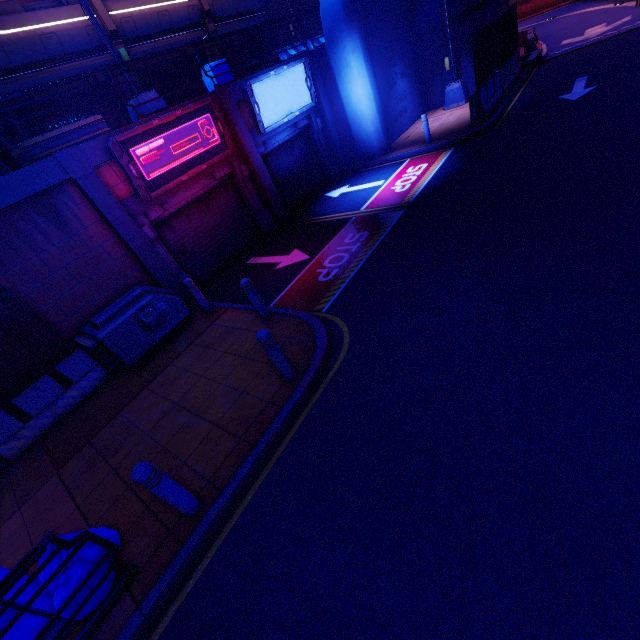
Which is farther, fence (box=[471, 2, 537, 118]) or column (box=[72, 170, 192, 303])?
fence (box=[471, 2, 537, 118])

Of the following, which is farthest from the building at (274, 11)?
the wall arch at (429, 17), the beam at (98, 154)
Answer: the beam at (98, 154)

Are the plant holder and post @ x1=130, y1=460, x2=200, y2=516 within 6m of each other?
no

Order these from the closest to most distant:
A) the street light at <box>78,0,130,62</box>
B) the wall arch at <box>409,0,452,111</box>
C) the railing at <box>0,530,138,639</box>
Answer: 1. the railing at <box>0,530,138,639</box>
2. the street light at <box>78,0,130,62</box>
3. the wall arch at <box>409,0,452,111</box>

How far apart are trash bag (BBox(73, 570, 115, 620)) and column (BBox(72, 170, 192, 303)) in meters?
6.4

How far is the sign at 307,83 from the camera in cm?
1102

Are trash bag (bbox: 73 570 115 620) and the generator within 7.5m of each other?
yes

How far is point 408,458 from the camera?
3.9 meters
